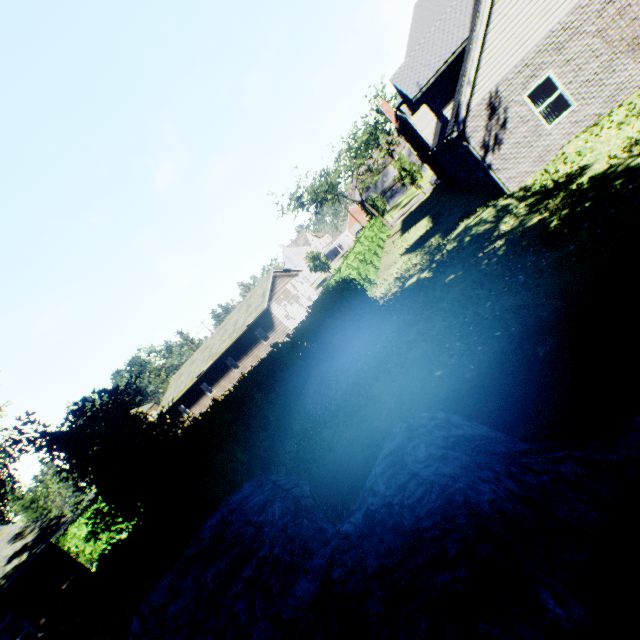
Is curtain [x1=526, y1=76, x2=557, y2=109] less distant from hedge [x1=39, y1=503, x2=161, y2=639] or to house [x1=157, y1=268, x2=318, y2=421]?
hedge [x1=39, y1=503, x2=161, y2=639]

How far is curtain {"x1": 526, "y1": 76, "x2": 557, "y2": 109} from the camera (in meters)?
11.58

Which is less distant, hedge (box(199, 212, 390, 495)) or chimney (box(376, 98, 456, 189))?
hedge (box(199, 212, 390, 495))

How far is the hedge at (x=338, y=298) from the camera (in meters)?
10.95

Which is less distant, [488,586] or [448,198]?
[488,586]

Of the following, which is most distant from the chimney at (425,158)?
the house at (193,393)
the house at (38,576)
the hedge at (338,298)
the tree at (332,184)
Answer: the house at (38,576)

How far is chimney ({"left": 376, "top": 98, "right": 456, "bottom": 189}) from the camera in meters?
24.9 m

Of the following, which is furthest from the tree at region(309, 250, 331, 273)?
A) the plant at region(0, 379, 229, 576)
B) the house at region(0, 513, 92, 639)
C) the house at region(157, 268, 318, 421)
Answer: the house at region(0, 513, 92, 639)
